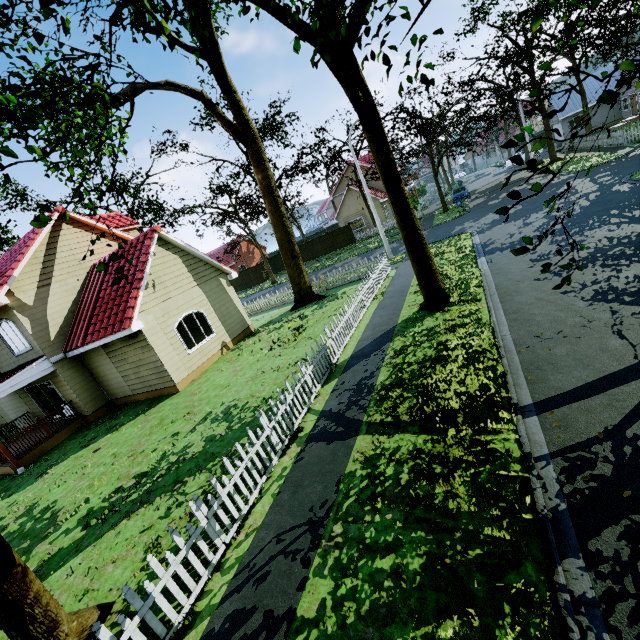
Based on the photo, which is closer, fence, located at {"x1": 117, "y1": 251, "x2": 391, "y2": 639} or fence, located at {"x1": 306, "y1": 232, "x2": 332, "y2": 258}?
fence, located at {"x1": 117, "y1": 251, "x2": 391, "y2": 639}

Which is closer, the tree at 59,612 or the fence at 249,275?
the tree at 59,612

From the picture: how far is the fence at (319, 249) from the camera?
39.5m

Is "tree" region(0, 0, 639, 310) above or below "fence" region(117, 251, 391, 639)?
above

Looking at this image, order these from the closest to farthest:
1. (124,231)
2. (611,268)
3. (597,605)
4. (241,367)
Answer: (597,605) → (611,268) → (241,367) → (124,231)

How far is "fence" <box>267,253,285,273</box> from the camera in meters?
42.8

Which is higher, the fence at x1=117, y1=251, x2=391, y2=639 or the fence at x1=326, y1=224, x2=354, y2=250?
the fence at x1=326, y1=224, x2=354, y2=250
